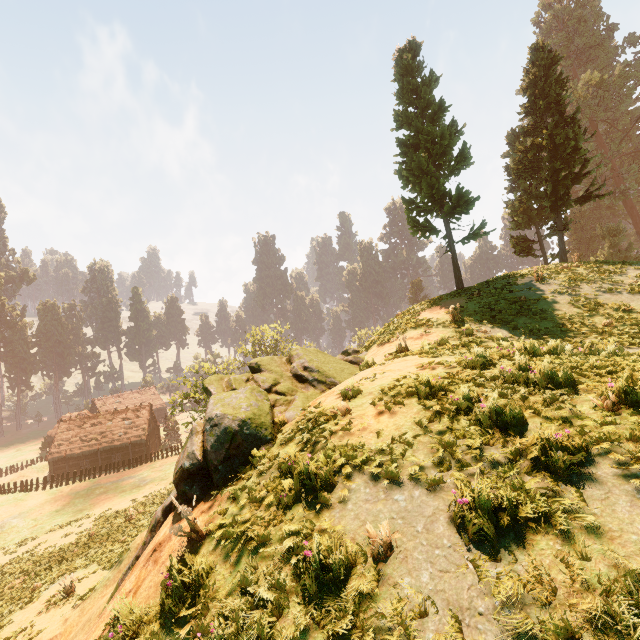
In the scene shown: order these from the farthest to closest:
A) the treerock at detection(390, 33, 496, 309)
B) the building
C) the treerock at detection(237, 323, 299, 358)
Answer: the treerock at detection(237, 323, 299, 358) < the building < the treerock at detection(390, 33, 496, 309)

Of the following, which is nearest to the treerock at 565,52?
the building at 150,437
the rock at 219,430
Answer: the building at 150,437

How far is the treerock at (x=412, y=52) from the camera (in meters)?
18.80

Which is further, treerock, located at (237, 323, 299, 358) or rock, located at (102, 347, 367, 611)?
treerock, located at (237, 323, 299, 358)

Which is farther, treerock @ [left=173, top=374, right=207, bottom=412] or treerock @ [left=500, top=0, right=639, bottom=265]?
treerock @ [left=173, top=374, right=207, bottom=412]

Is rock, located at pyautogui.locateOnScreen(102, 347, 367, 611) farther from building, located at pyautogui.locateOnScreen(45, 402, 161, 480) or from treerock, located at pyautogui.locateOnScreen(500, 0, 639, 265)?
building, located at pyautogui.locateOnScreen(45, 402, 161, 480)

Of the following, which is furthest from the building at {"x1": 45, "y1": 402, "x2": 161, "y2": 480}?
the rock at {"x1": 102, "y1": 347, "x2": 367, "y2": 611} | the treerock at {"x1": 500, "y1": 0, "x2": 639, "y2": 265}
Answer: the rock at {"x1": 102, "y1": 347, "x2": 367, "y2": 611}

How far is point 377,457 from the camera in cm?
495
